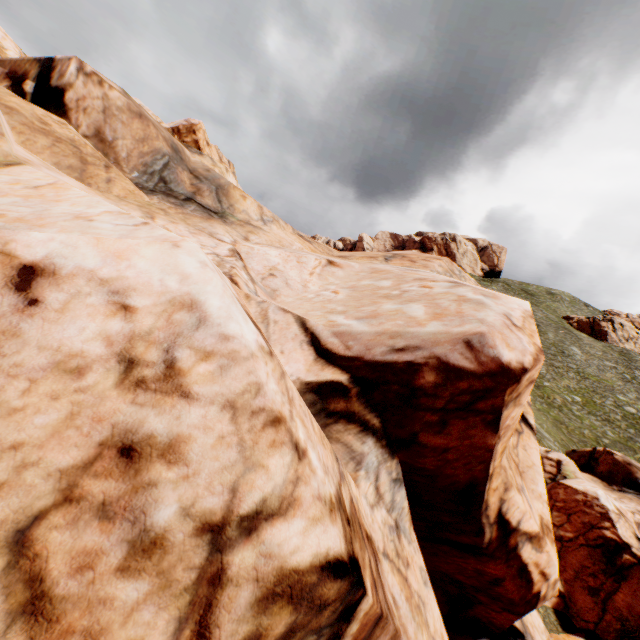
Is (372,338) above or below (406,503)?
above
